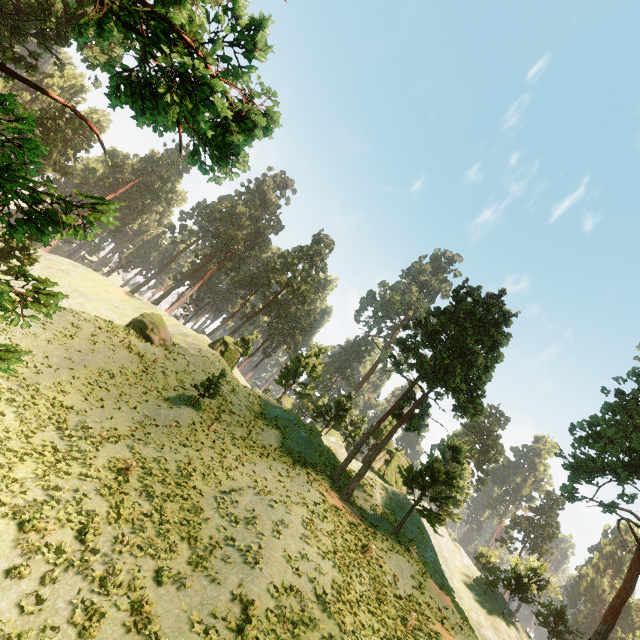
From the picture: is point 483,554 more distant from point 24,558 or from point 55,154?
point 55,154

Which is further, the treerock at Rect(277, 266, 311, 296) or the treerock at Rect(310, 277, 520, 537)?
the treerock at Rect(277, 266, 311, 296)

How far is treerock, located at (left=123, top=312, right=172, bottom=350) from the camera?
31.8m

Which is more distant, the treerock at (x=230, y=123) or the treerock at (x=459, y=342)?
the treerock at (x=459, y=342)

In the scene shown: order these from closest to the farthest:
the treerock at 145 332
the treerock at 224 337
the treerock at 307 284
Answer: the treerock at 145 332 < the treerock at 224 337 < the treerock at 307 284

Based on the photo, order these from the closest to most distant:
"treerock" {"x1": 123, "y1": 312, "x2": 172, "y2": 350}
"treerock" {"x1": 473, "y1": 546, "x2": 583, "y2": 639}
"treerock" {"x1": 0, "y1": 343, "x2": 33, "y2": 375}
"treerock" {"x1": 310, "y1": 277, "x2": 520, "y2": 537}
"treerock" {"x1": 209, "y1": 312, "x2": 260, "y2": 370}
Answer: "treerock" {"x1": 0, "y1": 343, "x2": 33, "y2": 375}
"treerock" {"x1": 310, "y1": 277, "x2": 520, "y2": 537}
"treerock" {"x1": 123, "y1": 312, "x2": 172, "y2": 350}
"treerock" {"x1": 473, "y1": 546, "x2": 583, "y2": 639}
"treerock" {"x1": 209, "y1": 312, "x2": 260, "y2": 370}
